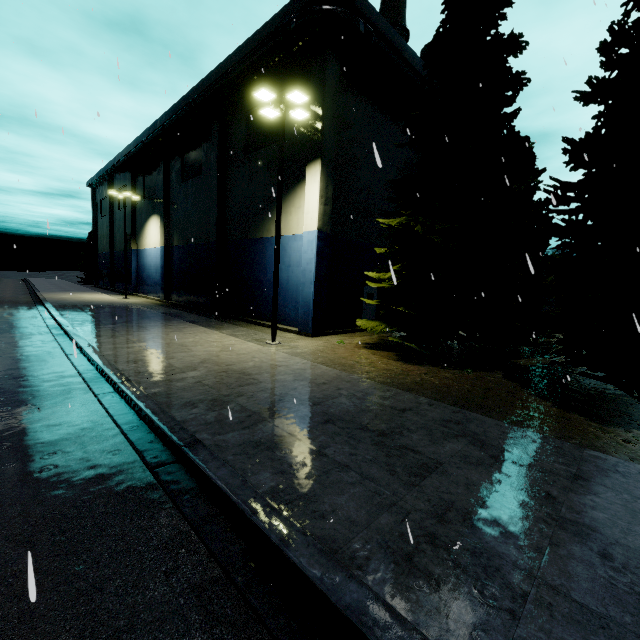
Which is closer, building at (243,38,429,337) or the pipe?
the pipe

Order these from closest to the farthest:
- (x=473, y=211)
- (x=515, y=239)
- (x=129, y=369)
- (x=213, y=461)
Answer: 1. (x=213, y=461)
2. (x=129, y=369)
3. (x=515, y=239)
4. (x=473, y=211)

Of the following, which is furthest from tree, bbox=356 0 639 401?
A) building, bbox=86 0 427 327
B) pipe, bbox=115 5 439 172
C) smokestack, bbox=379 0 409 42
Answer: building, bbox=86 0 427 327

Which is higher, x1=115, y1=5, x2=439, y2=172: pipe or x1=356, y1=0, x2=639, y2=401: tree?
x1=115, y1=5, x2=439, y2=172: pipe

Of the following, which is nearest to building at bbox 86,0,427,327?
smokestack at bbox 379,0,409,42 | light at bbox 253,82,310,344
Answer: light at bbox 253,82,310,344

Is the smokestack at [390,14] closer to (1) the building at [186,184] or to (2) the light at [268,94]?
(1) the building at [186,184]

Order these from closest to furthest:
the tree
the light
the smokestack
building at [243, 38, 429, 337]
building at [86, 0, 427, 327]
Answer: the tree
the light
building at [243, 38, 429, 337]
building at [86, 0, 427, 327]
the smokestack

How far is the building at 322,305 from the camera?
15.2 meters
